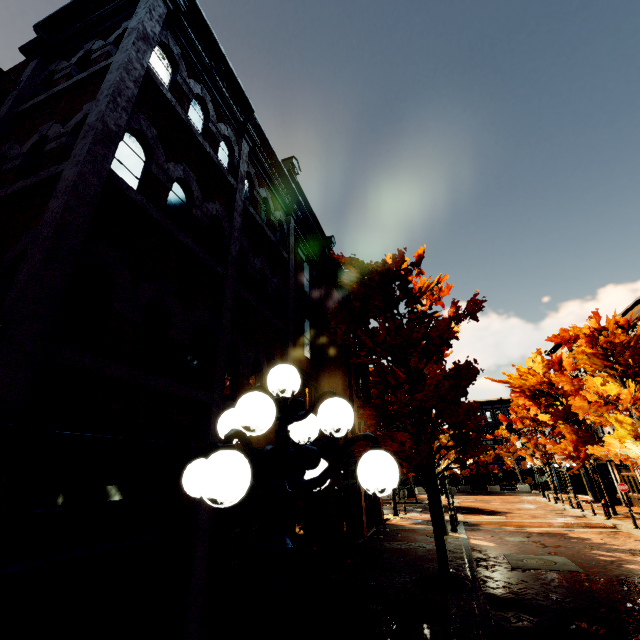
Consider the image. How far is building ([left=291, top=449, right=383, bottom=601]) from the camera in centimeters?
979cm

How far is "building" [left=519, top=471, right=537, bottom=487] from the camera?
49.0 meters

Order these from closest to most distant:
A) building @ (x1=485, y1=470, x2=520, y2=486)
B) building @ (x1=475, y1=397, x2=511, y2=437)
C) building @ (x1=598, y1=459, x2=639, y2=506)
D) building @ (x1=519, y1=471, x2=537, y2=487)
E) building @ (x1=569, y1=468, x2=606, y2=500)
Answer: building @ (x1=598, y1=459, x2=639, y2=506) → building @ (x1=569, y1=468, x2=606, y2=500) → building @ (x1=519, y1=471, x2=537, y2=487) → building @ (x1=485, y1=470, x2=520, y2=486) → building @ (x1=475, y1=397, x2=511, y2=437)

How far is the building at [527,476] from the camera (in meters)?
49.03

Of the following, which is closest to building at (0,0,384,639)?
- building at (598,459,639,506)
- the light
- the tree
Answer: the tree

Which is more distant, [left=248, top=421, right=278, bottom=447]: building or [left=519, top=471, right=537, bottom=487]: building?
[left=519, top=471, right=537, bottom=487]: building

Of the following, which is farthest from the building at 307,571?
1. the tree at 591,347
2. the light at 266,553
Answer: the light at 266,553

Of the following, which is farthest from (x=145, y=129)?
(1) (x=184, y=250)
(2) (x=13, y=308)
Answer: (2) (x=13, y=308)
